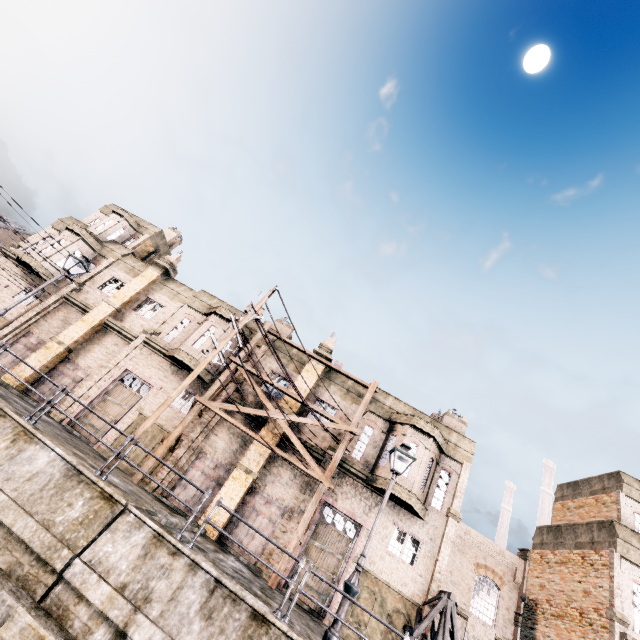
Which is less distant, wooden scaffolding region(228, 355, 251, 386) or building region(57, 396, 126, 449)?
building region(57, 396, 126, 449)

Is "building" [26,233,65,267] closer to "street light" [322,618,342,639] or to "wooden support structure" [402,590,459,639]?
"wooden support structure" [402,590,459,639]

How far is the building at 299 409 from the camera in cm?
2080

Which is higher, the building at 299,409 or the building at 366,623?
the building at 299,409

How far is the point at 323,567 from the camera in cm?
1672

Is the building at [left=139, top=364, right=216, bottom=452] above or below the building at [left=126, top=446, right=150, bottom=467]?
above

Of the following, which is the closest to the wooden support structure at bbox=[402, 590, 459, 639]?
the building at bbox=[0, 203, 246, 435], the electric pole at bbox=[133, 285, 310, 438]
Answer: the building at bbox=[0, 203, 246, 435]

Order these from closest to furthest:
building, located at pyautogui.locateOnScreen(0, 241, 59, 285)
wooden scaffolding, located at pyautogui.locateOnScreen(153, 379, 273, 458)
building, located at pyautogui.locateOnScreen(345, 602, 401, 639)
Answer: building, located at pyautogui.locateOnScreen(345, 602, 401, 639) < wooden scaffolding, located at pyautogui.locateOnScreen(153, 379, 273, 458) < building, located at pyautogui.locateOnScreen(0, 241, 59, 285)
